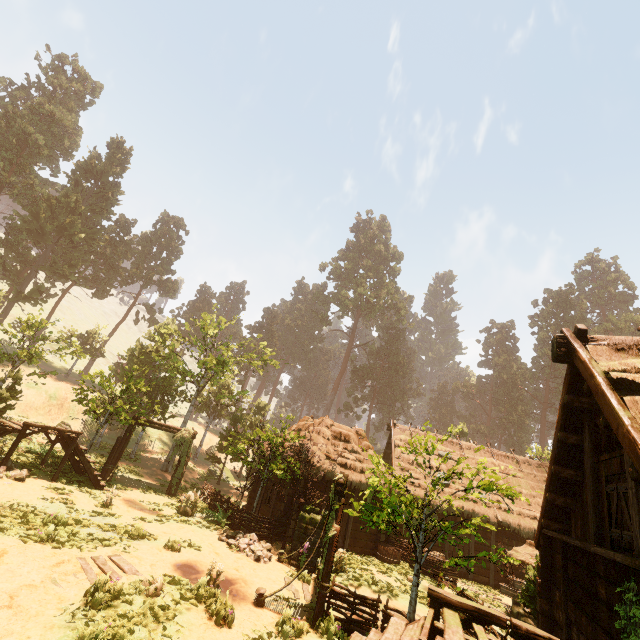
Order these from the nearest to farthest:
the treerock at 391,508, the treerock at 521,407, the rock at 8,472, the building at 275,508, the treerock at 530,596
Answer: the treerock at 391,508 < the treerock at 530,596 < the rock at 8,472 < the building at 275,508 < the treerock at 521,407

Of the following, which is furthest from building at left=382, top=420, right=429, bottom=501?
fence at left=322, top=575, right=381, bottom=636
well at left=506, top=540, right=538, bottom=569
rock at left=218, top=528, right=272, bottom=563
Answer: well at left=506, top=540, right=538, bottom=569

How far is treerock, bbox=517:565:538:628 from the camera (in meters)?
9.54

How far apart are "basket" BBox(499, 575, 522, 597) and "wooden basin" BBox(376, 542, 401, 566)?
5.5 meters

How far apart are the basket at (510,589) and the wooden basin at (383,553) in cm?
549

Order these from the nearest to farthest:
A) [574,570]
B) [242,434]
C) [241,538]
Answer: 1. [574,570]
2. [241,538]
3. [242,434]

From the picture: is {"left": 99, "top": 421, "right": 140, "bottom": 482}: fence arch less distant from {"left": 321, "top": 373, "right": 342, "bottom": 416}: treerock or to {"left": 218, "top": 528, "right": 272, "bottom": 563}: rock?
{"left": 321, "top": 373, "right": 342, "bottom": 416}: treerock

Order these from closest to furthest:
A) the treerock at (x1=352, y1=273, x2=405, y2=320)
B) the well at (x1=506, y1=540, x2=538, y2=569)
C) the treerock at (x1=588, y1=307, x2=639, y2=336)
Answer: the well at (x1=506, y1=540, x2=538, y2=569)
the treerock at (x1=588, y1=307, x2=639, y2=336)
the treerock at (x1=352, y1=273, x2=405, y2=320)
